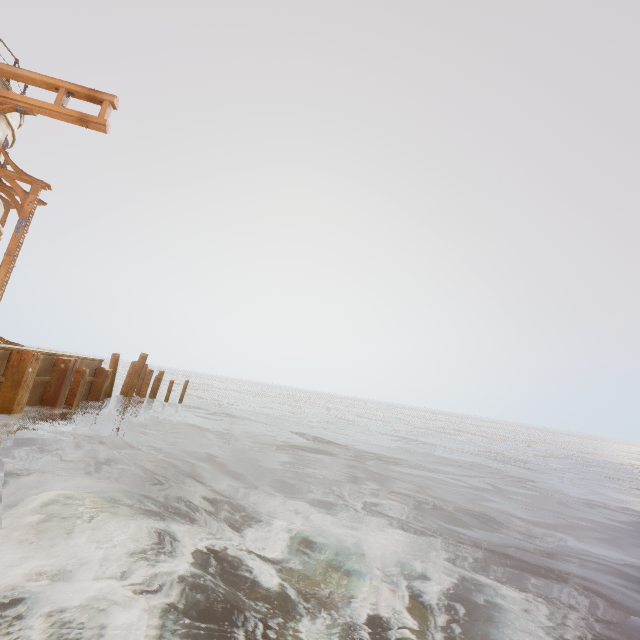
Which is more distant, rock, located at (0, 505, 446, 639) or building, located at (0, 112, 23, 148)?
building, located at (0, 112, 23, 148)

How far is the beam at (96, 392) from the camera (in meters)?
10.77

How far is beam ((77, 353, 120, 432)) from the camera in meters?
10.8

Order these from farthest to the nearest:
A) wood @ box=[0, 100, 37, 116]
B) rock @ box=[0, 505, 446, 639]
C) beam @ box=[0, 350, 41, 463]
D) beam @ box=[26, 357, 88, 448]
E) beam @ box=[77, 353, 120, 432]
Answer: beam @ box=[77, 353, 120, 432] < beam @ box=[26, 357, 88, 448] < wood @ box=[0, 100, 37, 116] < beam @ box=[0, 350, 41, 463] < rock @ box=[0, 505, 446, 639]

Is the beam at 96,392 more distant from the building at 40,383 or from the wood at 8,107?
the wood at 8,107

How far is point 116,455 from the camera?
8.70m

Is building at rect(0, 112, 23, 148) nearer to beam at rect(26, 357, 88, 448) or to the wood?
beam at rect(26, 357, 88, 448)

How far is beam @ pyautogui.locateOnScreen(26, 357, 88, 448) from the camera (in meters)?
8.31
